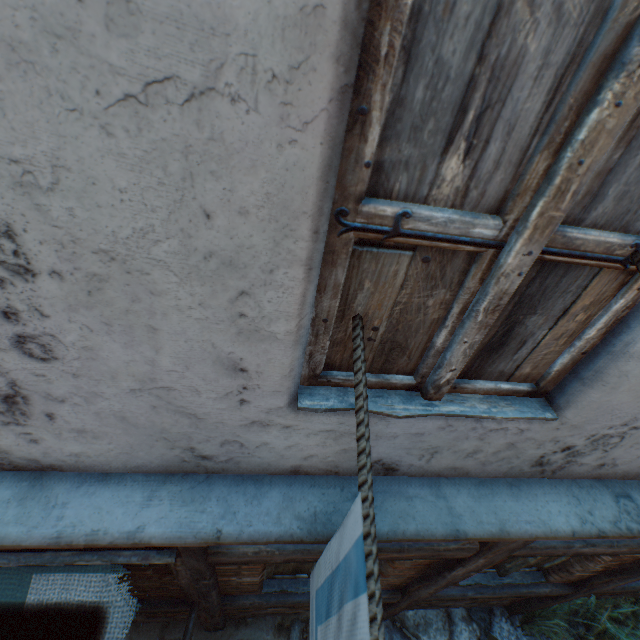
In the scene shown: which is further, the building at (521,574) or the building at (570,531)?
the building at (521,574)

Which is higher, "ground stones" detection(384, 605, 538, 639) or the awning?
the awning

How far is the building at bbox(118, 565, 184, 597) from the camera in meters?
2.3 m

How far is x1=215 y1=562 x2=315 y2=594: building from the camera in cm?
244

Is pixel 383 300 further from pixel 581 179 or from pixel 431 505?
pixel 431 505

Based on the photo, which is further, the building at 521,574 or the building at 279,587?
the building at 521,574

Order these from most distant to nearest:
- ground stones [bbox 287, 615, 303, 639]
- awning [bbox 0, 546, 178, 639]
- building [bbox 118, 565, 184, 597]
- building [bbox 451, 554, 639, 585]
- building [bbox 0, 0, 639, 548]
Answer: ground stones [bbox 287, 615, 303, 639] → building [bbox 451, 554, 639, 585] → building [bbox 118, 565, 184, 597] → awning [bbox 0, 546, 178, 639] → building [bbox 0, 0, 639, 548]

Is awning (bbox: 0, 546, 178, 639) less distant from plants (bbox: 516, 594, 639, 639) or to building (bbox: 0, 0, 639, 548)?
building (bbox: 0, 0, 639, 548)
